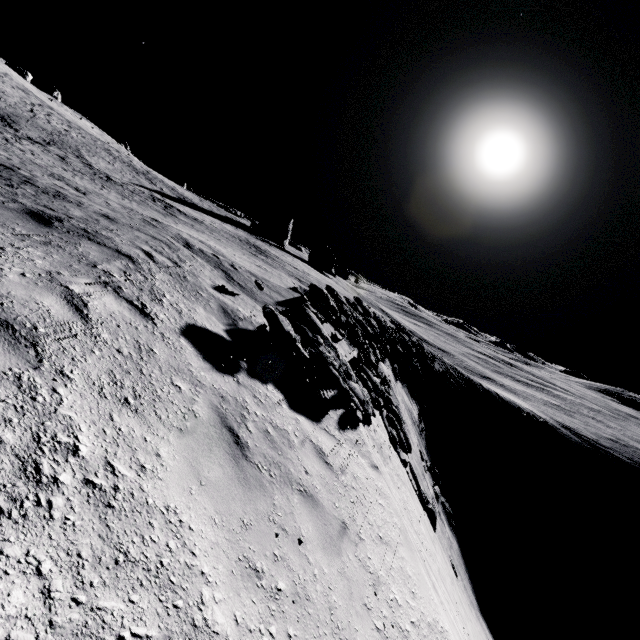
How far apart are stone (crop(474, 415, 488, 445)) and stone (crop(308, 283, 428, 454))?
22.63m

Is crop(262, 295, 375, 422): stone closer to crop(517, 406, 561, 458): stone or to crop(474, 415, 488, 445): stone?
crop(474, 415, 488, 445): stone

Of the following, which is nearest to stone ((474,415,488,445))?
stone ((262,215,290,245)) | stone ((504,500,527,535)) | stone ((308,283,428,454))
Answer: stone ((504,500,527,535))

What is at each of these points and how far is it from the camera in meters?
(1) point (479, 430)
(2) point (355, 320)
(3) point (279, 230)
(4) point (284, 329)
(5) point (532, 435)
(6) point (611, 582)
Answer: (1) stone, 38.1 m
(2) stone, 21.8 m
(3) stone, 59.5 m
(4) stone, 7.3 m
(5) stone, 45.4 m
(6) stone, 36.2 m

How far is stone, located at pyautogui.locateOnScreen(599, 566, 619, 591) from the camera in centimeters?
3572cm

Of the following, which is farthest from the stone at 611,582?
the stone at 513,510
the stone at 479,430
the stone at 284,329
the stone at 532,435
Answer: the stone at 284,329

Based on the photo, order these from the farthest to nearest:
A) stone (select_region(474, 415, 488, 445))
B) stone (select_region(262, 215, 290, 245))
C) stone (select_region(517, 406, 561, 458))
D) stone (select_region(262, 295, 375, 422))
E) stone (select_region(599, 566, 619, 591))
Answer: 1. stone (select_region(262, 215, 290, 245))
2. stone (select_region(517, 406, 561, 458))
3. stone (select_region(474, 415, 488, 445))
4. stone (select_region(599, 566, 619, 591))
5. stone (select_region(262, 295, 375, 422))

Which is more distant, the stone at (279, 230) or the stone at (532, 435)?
the stone at (279, 230)
